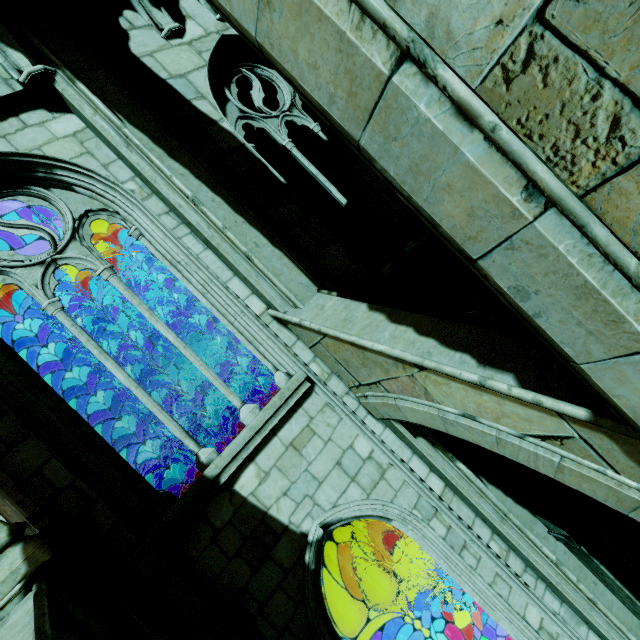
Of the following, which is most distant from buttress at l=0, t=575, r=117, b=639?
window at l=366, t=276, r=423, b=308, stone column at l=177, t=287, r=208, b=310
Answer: stone column at l=177, t=287, r=208, b=310

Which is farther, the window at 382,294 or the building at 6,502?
the window at 382,294

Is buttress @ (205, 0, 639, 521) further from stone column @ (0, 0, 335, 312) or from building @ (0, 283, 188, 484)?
building @ (0, 283, 188, 484)

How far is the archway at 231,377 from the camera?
12.6 meters

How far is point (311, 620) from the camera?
4.03m

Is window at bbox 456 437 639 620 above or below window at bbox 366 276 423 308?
below

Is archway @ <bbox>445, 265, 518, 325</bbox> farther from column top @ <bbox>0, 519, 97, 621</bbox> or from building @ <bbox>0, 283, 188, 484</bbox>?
column top @ <bbox>0, 519, 97, 621</bbox>

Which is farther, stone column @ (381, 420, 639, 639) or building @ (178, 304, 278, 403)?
building @ (178, 304, 278, 403)
